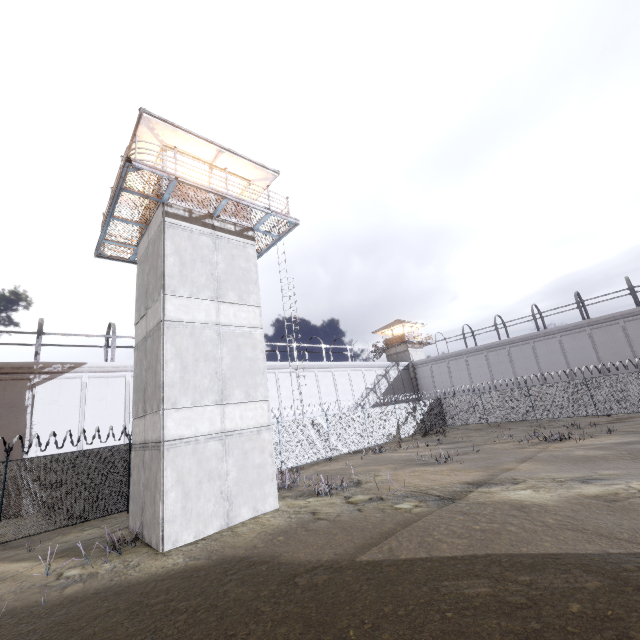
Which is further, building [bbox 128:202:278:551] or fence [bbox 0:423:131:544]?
fence [bbox 0:423:131:544]

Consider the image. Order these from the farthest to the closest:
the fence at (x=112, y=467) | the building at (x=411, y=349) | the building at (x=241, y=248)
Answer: the building at (x=411, y=349)
the fence at (x=112, y=467)
the building at (x=241, y=248)

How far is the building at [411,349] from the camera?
44.9m

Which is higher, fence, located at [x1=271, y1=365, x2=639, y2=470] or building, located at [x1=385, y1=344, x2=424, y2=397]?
building, located at [x1=385, y1=344, x2=424, y2=397]

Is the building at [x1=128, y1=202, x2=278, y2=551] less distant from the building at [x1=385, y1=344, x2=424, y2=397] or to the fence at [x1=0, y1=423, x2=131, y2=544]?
the fence at [x1=0, y1=423, x2=131, y2=544]

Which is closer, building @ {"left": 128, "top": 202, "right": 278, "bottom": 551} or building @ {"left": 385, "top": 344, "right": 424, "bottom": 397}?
building @ {"left": 128, "top": 202, "right": 278, "bottom": 551}

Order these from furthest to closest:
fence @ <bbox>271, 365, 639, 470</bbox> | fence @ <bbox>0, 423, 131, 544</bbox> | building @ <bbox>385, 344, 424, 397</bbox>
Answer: building @ <bbox>385, 344, 424, 397</bbox> < fence @ <bbox>271, 365, 639, 470</bbox> < fence @ <bbox>0, 423, 131, 544</bbox>

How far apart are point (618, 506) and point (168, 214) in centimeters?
1671cm
